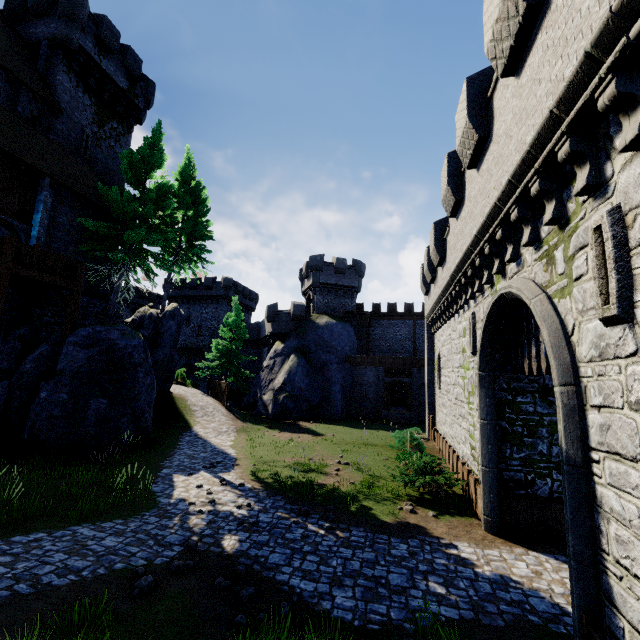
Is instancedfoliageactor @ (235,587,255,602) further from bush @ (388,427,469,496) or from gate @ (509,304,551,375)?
bush @ (388,427,469,496)

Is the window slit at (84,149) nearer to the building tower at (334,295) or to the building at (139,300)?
the building tower at (334,295)

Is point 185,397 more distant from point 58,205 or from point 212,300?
point 212,300

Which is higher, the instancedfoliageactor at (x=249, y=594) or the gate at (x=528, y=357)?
the gate at (x=528, y=357)

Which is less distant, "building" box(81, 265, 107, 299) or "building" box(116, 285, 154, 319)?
"building" box(81, 265, 107, 299)

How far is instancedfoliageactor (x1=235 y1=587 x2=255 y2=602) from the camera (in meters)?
6.05

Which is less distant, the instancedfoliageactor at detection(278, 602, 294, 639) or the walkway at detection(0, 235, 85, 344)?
the instancedfoliageactor at detection(278, 602, 294, 639)

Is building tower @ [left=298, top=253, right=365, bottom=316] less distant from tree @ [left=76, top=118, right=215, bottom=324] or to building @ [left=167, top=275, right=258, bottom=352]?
building @ [left=167, top=275, right=258, bottom=352]
